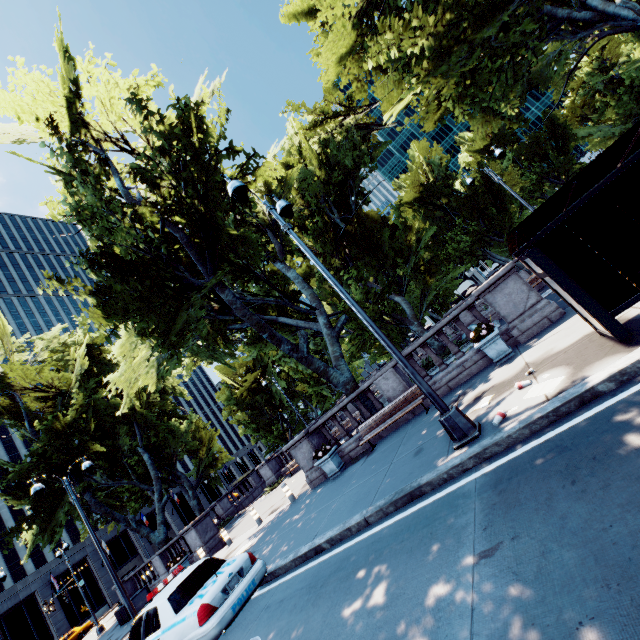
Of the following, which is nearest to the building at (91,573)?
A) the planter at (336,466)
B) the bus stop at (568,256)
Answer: the planter at (336,466)

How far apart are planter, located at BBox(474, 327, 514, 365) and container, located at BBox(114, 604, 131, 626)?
24.65m

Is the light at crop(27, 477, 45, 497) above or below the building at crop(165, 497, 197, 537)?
above

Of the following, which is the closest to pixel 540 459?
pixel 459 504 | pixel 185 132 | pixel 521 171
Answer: pixel 459 504

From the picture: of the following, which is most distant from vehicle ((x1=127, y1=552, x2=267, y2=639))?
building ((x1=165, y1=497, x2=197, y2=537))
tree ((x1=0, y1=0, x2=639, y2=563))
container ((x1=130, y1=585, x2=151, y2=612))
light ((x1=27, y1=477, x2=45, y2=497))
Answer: building ((x1=165, y1=497, x2=197, y2=537))

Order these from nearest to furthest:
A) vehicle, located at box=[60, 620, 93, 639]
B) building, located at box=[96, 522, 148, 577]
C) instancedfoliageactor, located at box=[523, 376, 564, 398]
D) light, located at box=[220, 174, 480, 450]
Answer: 1. instancedfoliageactor, located at box=[523, 376, 564, 398]
2. light, located at box=[220, 174, 480, 450]
3. vehicle, located at box=[60, 620, 93, 639]
4. building, located at box=[96, 522, 148, 577]

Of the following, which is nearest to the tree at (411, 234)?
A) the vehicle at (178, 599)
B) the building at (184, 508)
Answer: the vehicle at (178, 599)

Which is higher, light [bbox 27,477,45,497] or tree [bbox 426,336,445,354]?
light [bbox 27,477,45,497]
